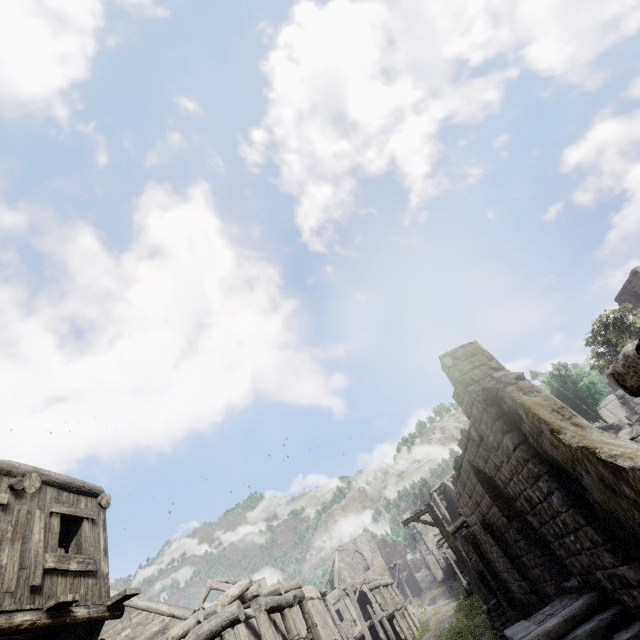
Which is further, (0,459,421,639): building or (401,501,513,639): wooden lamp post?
(401,501,513,639): wooden lamp post

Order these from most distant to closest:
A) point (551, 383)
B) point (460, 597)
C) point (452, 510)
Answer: point (452, 510) < point (460, 597) < point (551, 383)

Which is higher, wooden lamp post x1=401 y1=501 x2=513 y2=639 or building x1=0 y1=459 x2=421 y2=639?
building x1=0 y1=459 x2=421 y2=639

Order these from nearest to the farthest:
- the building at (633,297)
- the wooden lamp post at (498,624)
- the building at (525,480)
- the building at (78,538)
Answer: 1. the building at (525,480)
2. the building at (78,538)
3. the wooden lamp post at (498,624)
4. the building at (633,297)

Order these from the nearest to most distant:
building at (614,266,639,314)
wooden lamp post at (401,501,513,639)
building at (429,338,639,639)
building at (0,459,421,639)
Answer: building at (429,338,639,639) < building at (0,459,421,639) < wooden lamp post at (401,501,513,639) < building at (614,266,639,314)

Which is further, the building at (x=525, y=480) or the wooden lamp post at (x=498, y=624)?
the wooden lamp post at (x=498, y=624)

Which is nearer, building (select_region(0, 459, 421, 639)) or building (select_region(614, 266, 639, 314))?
building (select_region(0, 459, 421, 639))
